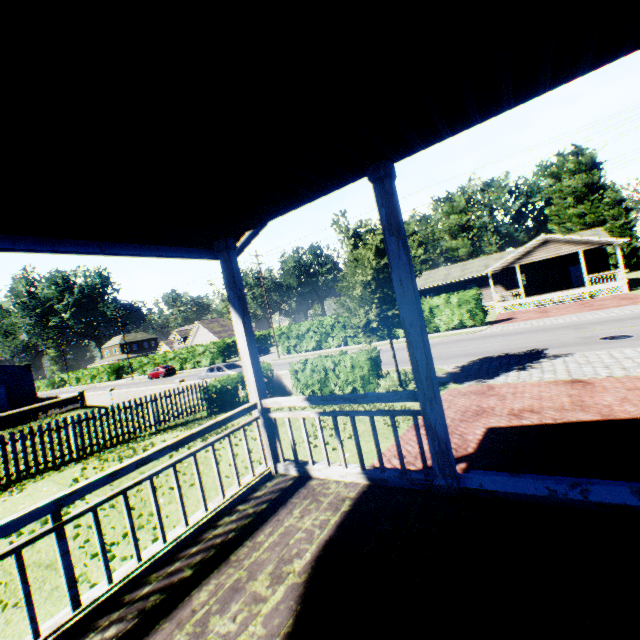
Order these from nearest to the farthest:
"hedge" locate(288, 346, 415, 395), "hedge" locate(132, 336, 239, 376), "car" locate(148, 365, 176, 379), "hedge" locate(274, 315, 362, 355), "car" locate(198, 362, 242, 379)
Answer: "hedge" locate(288, 346, 415, 395) → "car" locate(198, 362, 242, 379) → "hedge" locate(274, 315, 362, 355) → "car" locate(148, 365, 176, 379) → "hedge" locate(132, 336, 239, 376)

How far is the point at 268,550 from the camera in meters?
3.1 m

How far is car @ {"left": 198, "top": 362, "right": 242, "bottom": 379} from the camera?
23.48m

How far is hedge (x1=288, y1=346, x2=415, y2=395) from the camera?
12.51m

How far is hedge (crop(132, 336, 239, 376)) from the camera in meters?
43.9 m

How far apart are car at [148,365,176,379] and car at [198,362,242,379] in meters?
20.5 m

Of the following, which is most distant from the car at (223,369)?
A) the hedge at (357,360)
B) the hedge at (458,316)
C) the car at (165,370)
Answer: the car at (165,370)

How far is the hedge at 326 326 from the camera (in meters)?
32.47
